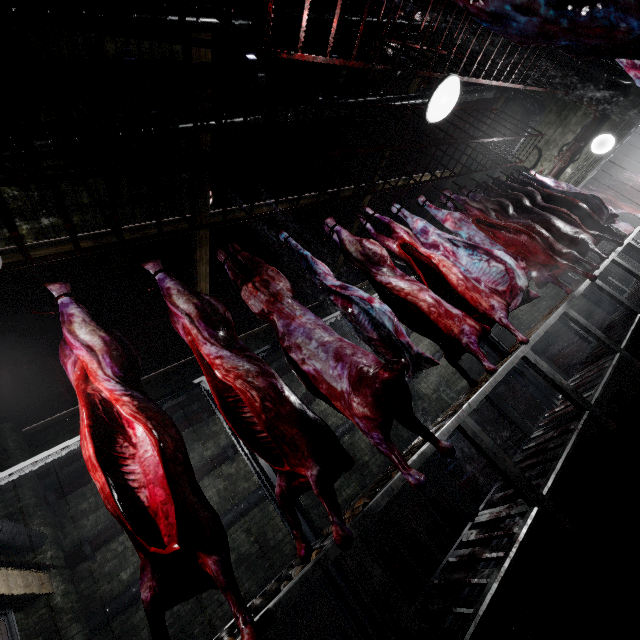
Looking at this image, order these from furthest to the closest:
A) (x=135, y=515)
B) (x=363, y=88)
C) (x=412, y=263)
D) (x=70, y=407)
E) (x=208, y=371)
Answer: (x=70, y=407)
(x=363, y=88)
(x=412, y=263)
(x=208, y=371)
(x=135, y=515)

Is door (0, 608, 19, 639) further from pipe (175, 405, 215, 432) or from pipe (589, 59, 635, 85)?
pipe (175, 405, 215, 432)

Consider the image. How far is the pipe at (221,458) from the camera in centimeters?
495cm

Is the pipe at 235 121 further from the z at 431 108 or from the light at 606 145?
the z at 431 108

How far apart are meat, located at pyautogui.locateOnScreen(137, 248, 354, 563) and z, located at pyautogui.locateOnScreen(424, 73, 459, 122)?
1.6 meters

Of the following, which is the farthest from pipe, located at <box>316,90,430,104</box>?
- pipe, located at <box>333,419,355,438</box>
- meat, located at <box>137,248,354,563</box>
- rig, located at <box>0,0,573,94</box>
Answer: meat, located at <box>137,248,354,563</box>

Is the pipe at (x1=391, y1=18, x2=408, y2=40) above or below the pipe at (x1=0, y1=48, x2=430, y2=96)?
above
